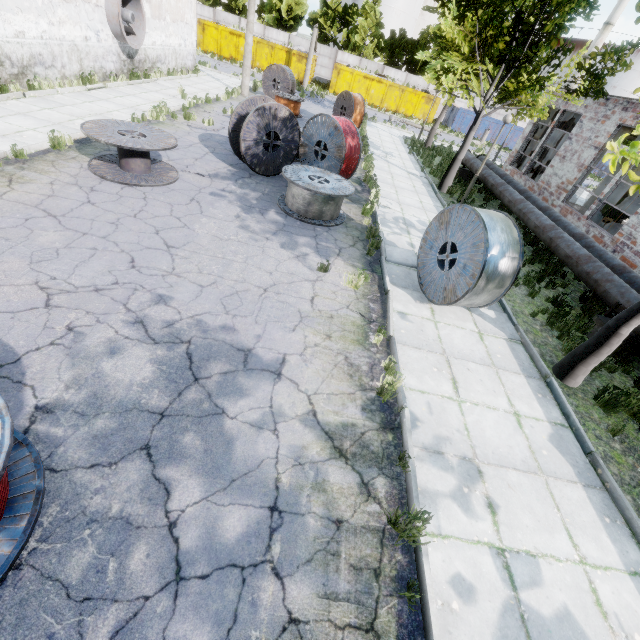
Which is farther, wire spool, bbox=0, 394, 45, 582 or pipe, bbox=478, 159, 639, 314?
pipe, bbox=478, 159, 639, 314

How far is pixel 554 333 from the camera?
7.5m

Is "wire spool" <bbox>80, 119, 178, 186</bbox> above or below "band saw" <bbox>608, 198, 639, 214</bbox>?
below

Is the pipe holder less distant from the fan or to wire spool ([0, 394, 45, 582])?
wire spool ([0, 394, 45, 582])

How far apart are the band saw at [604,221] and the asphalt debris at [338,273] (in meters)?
11.86

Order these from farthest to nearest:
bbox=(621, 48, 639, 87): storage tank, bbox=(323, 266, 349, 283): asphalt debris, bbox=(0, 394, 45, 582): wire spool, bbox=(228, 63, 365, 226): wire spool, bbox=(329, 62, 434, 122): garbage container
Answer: bbox=(621, 48, 639, 87): storage tank, bbox=(329, 62, 434, 122): garbage container, bbox=(228, 63, 365, 226): wire spool, bbox=(323, 266, 349, 283): asphalt debris, bbox=(0, 394, 45, 582): wire spool

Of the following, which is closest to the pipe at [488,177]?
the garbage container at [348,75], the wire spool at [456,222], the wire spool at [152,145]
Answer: the wire spool at [456,222]

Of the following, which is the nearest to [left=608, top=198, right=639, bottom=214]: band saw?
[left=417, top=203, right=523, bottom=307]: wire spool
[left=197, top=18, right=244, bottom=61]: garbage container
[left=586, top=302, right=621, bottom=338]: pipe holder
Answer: [left=586, top=302, right=621, bottom=338]: pipe holder
